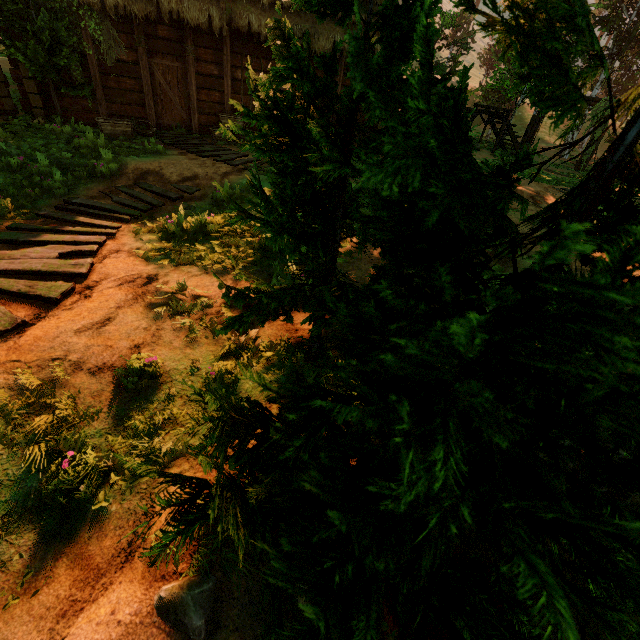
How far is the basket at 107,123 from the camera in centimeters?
923cm

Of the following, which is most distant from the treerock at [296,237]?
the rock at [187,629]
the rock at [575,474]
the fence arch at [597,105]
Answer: the rock at [575,474]

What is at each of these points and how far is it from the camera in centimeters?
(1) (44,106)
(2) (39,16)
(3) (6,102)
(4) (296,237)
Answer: (1) building, 1002cm
(2) treerock, 788cm
(3) building, 973cm
(4) treerock, 243cm

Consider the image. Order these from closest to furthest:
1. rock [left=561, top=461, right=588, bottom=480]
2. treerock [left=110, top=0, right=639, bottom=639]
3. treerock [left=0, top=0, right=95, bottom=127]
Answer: treerock [left=110, top=0, right=639, bottom=639] → rock [left=561, top=461, right=588, bottom=480] → treerock [left=0, top=0, right=95, bottom=127]

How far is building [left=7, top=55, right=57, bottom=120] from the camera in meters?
9.4

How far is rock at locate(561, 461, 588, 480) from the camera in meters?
3.1 m

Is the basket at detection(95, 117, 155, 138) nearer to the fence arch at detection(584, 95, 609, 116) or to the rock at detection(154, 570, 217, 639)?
the rock at detection(154, 570, 217, 639)

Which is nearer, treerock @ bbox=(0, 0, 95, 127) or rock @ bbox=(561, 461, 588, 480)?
rock @ bbox=(561, 461, 588, 480)
